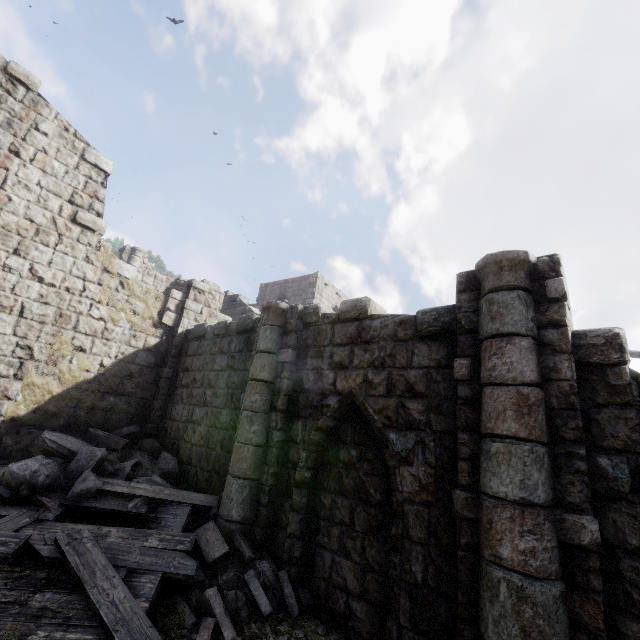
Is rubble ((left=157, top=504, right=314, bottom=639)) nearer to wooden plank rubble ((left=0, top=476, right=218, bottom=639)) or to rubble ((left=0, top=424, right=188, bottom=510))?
wooden plank rubble ((left=0, top=476, right=218, bottom=639))

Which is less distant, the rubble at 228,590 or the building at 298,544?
the building at 298,544

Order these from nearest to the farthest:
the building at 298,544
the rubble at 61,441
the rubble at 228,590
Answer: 1. the building at 298,544
2. the rubble at 228,590
3. the rubble at 61,441

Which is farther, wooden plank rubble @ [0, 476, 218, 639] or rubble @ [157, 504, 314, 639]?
rubble @ [157, 504, 314, 639]

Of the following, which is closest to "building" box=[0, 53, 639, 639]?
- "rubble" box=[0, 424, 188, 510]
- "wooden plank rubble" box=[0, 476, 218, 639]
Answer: "rubble" box=[0, 424, 188, 510]

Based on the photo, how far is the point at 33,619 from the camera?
3.71m

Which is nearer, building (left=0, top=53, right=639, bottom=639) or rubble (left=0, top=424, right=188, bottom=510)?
building (left=0, top=53, right=639, bottom=639)

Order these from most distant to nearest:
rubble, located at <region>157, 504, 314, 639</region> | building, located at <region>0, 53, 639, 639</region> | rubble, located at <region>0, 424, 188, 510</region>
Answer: rubble, located at <region>0, 424, 188, 510</region> → rubble, located at <region>157, 504, 314, 639</region> → building, located at <region>0, 53, 639, 639</region>
